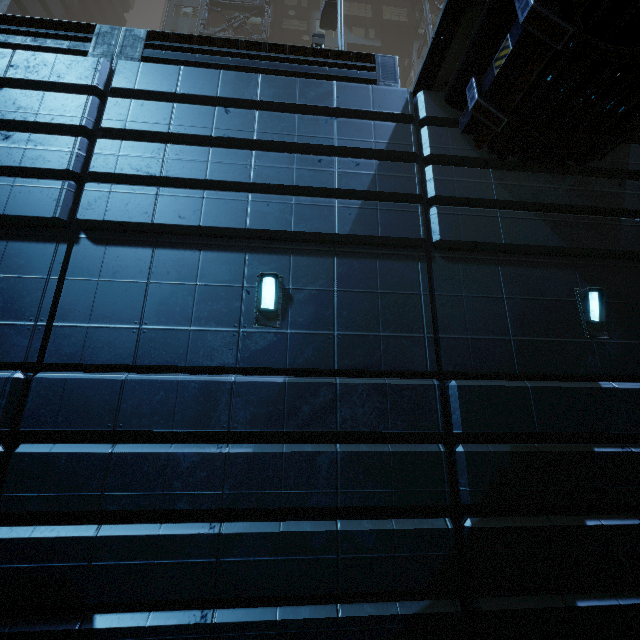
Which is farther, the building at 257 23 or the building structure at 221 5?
the building at 257 23

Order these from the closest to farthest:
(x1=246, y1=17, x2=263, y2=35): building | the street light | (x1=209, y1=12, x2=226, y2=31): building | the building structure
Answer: the street light < the building structure < (x1=246, y1=17, x2=263, y2=35): building < (x1=209, y1=12, x2=226, y2=31): building

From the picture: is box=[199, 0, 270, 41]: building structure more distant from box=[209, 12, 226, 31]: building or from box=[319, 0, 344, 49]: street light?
box=[319, 0, 344, 49]: street light

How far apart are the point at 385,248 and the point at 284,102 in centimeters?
350cm

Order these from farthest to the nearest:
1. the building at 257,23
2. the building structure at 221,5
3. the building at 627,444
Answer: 1. the building at 257,23
2. the building structure at 221,5
3. the building at 627,444

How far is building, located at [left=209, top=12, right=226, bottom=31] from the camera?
27.98m
